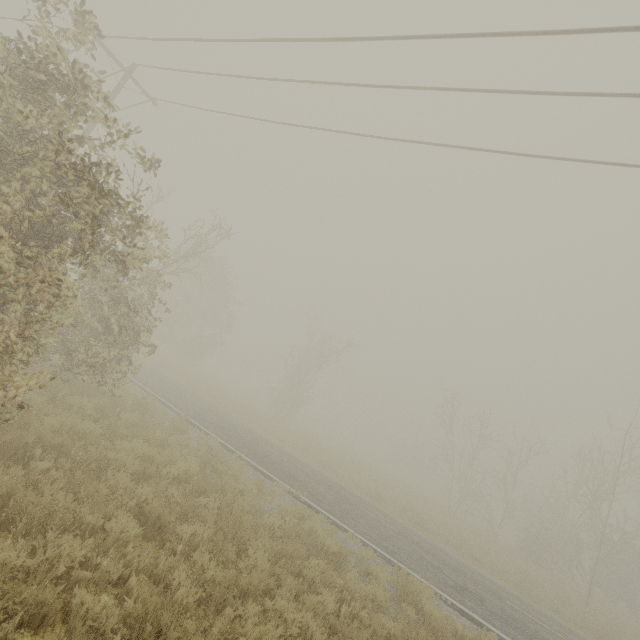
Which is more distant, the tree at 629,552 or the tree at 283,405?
the tree at 283,405

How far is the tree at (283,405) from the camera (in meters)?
32.62

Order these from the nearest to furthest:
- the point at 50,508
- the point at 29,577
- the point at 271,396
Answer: the point at 29,577 < the point at 50,508 < the point at 271,396

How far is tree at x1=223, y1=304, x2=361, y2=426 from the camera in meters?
32.6 m

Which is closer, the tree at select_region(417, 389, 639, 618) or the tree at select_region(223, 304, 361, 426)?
the tree at select_region(417, 389, 639, 618)
